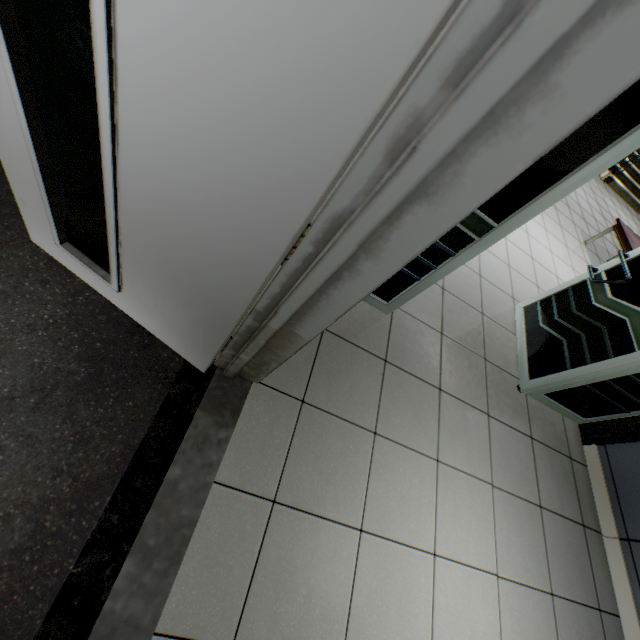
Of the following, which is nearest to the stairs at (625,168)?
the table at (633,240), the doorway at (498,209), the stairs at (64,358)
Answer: the table at (633,240)

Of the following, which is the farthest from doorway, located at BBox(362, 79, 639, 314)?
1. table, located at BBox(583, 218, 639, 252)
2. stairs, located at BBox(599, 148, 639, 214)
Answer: stairs, located at BBox(599, 148, 639, 214)

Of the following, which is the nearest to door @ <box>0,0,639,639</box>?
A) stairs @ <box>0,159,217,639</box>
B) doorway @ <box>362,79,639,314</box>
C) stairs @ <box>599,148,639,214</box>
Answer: stairs @ <box>0,159,217,639</box>

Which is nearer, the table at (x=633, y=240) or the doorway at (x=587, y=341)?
the doorway at (x=587, y=341)

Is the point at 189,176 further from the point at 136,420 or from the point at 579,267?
the point at 579,267

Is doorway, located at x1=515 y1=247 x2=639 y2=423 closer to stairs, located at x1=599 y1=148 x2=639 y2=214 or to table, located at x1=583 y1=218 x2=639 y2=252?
table, located at x1=583 y1=218 x2=639 y2=252

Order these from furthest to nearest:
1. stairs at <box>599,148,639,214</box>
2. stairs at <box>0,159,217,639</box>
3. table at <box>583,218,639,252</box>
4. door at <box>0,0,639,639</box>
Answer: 1. stairs at <box>599,148,639,214</box>
2. table at <box>583,218,639,252</box>
3. stairs at <box>0,159,217,639</box>
4. door at <box>0,0,639,639</box>

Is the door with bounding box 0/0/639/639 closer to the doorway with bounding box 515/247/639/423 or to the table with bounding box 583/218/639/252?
the doorway with bounding box 515/247/639/423
